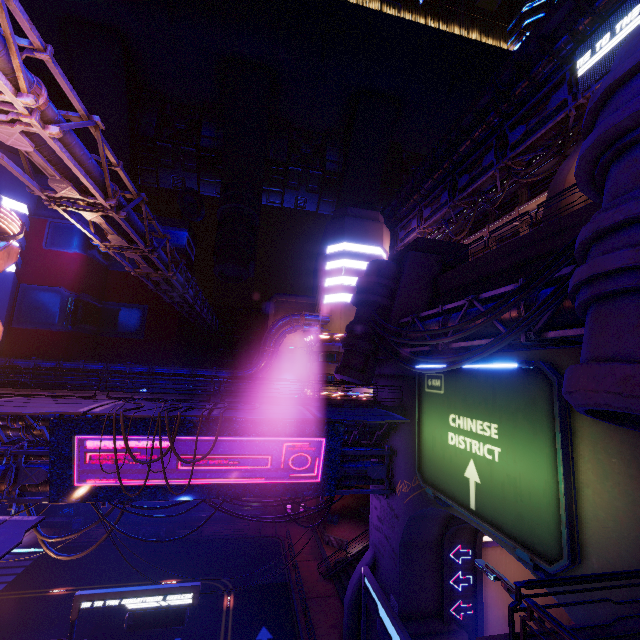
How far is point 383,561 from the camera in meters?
19.7

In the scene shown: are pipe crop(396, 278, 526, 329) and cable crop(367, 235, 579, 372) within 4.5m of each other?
yes

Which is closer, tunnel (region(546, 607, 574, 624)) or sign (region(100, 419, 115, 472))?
sign (region(100, 419, 115, 472))

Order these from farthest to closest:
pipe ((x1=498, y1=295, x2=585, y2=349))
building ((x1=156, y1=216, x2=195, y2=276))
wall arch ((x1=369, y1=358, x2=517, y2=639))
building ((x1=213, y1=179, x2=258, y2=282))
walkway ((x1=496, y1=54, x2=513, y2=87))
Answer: building ((x1=213, y1=179, x2=258, y2=282)), building ((x1=156, y1=216, x2=195, y2=276)), walkway ((x1=496, y1=54, x2=513, y2=87)), wall arch ((x1=369, y1=358, x2=517, y2=639)), pipe ((x1=498, y1=295, x2=585, y2=349))

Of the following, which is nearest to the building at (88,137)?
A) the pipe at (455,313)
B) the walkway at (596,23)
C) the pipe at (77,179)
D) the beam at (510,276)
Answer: the pipe at (77,179)

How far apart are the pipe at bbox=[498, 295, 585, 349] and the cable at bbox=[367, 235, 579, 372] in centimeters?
100cm

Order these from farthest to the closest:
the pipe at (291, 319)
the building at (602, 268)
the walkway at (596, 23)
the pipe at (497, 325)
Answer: the pipe at (291, 319) < the walkway at (596, 23) < the pipe at (497, 325) < the building at (602, 268)

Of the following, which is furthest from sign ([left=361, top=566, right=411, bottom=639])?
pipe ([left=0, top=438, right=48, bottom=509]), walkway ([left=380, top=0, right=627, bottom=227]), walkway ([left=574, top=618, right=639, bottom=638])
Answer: walkway ([left=380, top=0, right=627, bottom=227])
